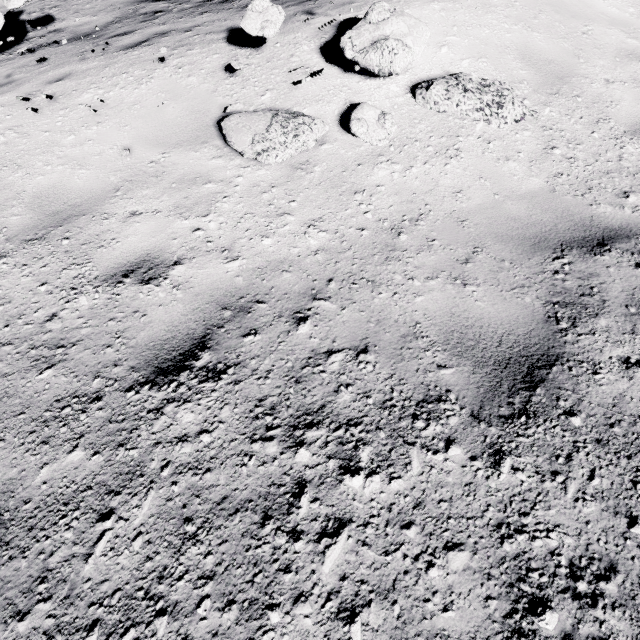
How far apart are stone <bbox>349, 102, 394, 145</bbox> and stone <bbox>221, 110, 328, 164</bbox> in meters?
0.2

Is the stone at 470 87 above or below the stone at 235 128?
above

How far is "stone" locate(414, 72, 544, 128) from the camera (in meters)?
3.56

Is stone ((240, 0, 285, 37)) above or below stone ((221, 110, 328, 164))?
above

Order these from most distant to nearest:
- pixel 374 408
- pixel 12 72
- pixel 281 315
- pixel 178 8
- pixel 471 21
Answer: pixel 178 8, pixel 12 72, pixel 471 21, pixel 281 315, pixel 374 408

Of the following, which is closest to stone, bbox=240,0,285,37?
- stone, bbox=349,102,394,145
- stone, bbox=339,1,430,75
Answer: stone, bbox=339,1,430,75

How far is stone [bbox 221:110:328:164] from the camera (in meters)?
3.38

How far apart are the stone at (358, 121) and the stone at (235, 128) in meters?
0.2
